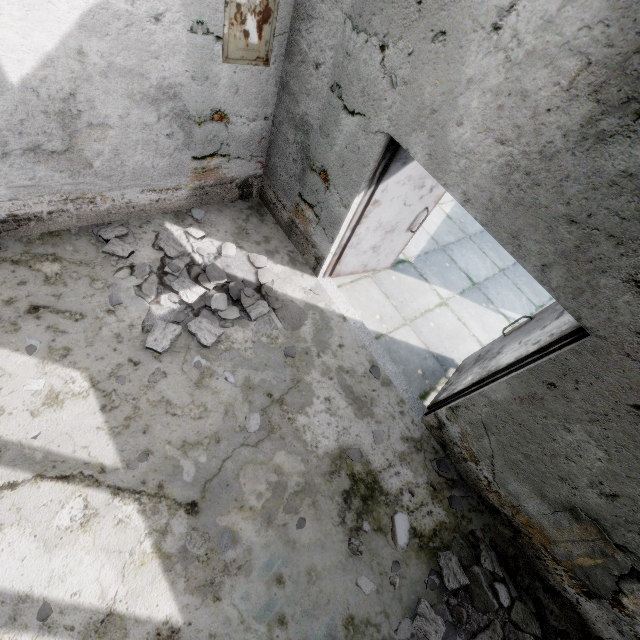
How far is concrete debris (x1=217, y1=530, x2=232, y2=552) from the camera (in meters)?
2.75

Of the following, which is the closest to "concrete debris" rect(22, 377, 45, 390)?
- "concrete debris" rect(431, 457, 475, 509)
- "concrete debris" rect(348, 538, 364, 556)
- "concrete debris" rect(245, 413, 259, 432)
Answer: "concrete debris" rect(245, 413, 259, 432)

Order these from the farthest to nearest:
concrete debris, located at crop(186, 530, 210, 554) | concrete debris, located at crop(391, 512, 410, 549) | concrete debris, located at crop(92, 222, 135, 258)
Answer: concrete debris, located at crop(92, 222, 135, 258)
concrete debris, located at crop(391, 512, 410, 549)
concrete debris, located at crop(186, 530, 210, 554)

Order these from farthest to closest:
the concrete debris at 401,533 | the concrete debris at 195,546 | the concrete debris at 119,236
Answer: the concrete debris at 119,236 < the concrete debris at 401,533 < the concrete debris at 195,546

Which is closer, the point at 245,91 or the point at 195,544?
the point at 195,544

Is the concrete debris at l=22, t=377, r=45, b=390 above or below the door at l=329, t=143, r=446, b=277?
below

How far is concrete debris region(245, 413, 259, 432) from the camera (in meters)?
3.33

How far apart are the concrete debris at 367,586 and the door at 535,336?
1.9 meters
